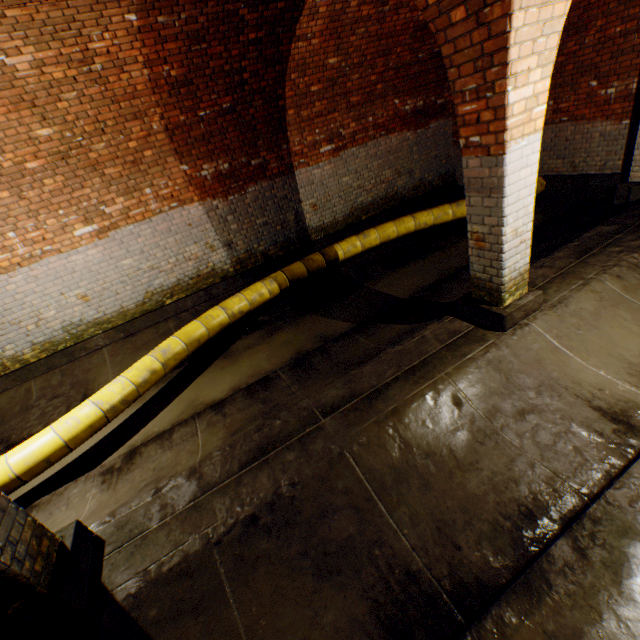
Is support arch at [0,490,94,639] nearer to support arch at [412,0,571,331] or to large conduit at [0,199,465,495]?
support arch at [412,0,571,331]

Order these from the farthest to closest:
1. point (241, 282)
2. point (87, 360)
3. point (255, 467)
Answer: point (241, 282) < point (87, 360) < point (255, 467)

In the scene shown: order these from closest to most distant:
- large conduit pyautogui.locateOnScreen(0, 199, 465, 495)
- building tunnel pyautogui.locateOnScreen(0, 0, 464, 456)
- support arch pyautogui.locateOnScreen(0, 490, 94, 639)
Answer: support arch pyautogui.locateOnScreen(0, 490, 94, 639)
large conduit pyautogui.locateOnScreen(0, 199, 465, 495)
building tunnel pyautogui.locateOnScreen(0, 0, 464, 456)

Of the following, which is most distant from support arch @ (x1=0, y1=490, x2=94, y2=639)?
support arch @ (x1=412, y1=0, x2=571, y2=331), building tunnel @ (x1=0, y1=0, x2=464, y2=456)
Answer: support arch @ (x1=412, y1=0, x2=571, y2=331)

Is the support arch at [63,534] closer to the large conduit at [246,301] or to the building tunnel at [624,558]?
the building tunnel at [624,558]

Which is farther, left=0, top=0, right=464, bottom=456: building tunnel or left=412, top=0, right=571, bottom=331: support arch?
left=0, top=0, right=464, bottom=456: building tunnel

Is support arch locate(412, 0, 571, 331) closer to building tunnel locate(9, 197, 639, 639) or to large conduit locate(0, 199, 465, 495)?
building tunnel locate(9, 197, 639, 639)
